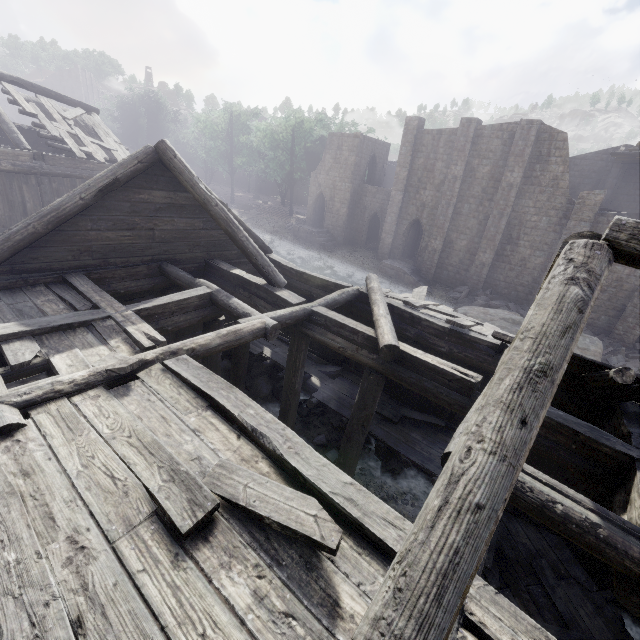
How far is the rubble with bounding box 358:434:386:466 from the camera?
10.77m

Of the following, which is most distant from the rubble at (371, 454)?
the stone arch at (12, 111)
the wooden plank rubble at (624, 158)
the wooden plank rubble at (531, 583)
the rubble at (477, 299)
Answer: the stone arch at (12, 111)

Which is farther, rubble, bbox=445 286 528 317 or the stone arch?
the stone arch

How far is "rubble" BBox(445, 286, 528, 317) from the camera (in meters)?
24.44

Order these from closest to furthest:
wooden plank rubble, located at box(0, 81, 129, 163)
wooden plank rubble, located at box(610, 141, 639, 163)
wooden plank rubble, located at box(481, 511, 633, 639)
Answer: wooden plank rubble, located at box(481, 511, 633, 639) < wooden plank rubble, located at box(0, 81, 129, 163) < wooden plank rubble, located at box(610, 141, 639, 163)

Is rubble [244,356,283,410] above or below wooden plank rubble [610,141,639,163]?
below

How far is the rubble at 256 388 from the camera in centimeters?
1217cm

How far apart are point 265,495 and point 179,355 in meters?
3.1
